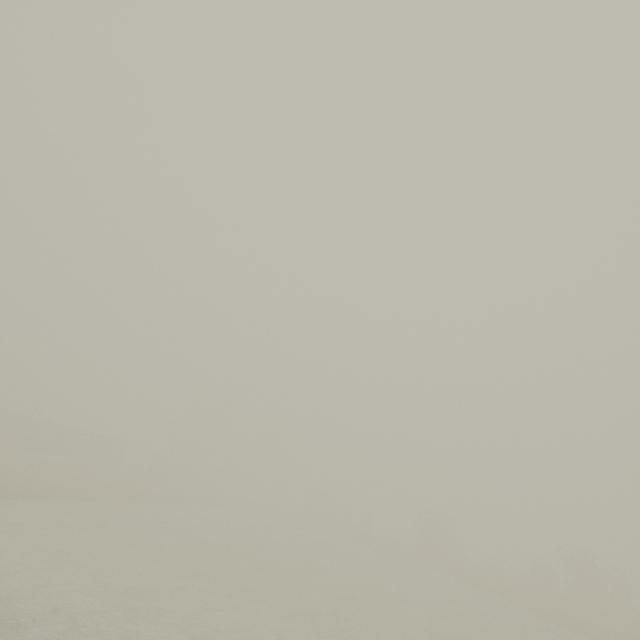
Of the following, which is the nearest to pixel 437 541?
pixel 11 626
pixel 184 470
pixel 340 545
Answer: pixel 340 545

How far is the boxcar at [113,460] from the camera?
48.9m

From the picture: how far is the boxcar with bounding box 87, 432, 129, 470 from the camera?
48.91m

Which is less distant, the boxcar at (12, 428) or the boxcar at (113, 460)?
the boxcar at (12, 428)

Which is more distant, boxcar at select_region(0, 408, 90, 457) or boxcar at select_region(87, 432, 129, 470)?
boxcar at select_region(87, 432, 129, 470)
